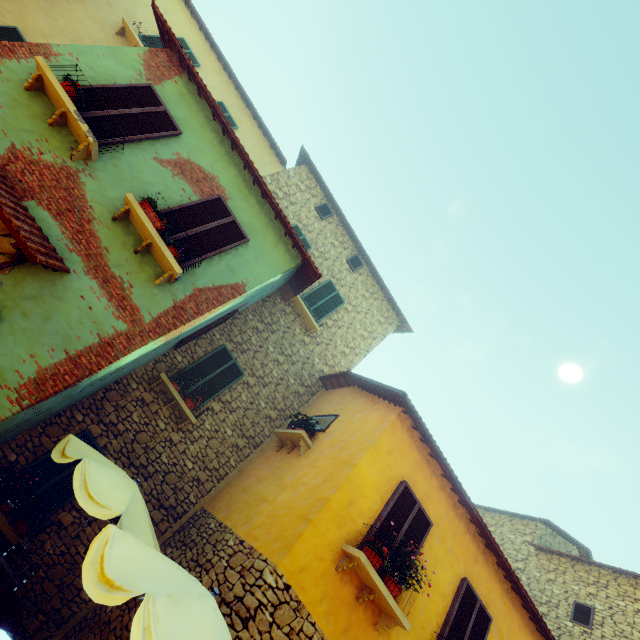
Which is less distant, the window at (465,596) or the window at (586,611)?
the window at (465,596)

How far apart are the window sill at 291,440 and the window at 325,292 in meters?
4.1

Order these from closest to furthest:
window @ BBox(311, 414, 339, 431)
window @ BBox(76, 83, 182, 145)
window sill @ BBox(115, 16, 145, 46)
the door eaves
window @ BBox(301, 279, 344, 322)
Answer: the door eaves
window @ BBox(76, 83, 182, 145)
window @ BBox(311, 414, 339, 431)
window sill @ BBox(115, 16, 145, 46)
window @ BBox(301, 279, 344, 322)

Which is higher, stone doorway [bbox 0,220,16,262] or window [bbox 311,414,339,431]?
window [bbox 311,414,339,431]

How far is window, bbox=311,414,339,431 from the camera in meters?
8.2 m

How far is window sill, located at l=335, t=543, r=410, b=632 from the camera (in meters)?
5.04

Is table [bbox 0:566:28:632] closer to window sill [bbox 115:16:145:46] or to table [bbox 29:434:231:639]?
table [bbox 29:434:231:639]

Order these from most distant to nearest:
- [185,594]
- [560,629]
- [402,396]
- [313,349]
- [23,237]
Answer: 1. [313,349]
2. [560,629]
3. [402,396]
4. [23,237]
5. [185,594]
